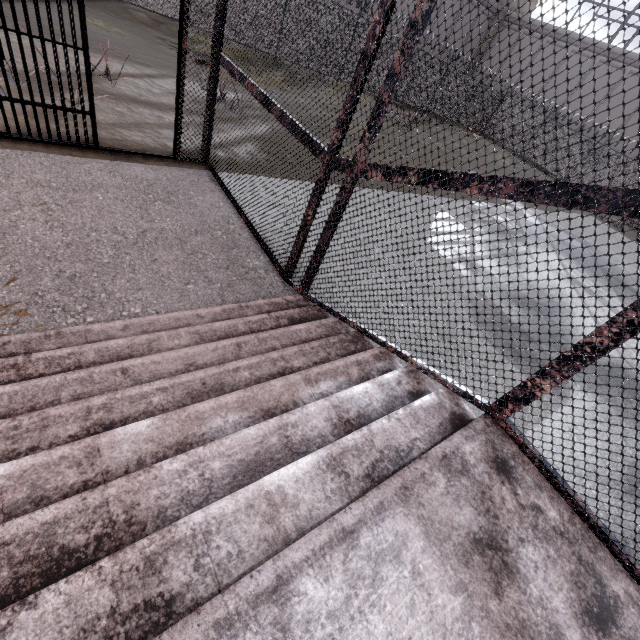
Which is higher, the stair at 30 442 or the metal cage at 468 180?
the metal cage at 468 180

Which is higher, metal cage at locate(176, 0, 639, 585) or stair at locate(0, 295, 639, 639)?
metal cage at locate(176, 0, 639, 585)

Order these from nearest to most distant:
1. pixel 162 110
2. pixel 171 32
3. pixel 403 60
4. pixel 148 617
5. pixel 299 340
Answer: pixel 148 617 → pixel 403 60 → pixel 299 340 → pixel 162 110 → pixel 171 32
